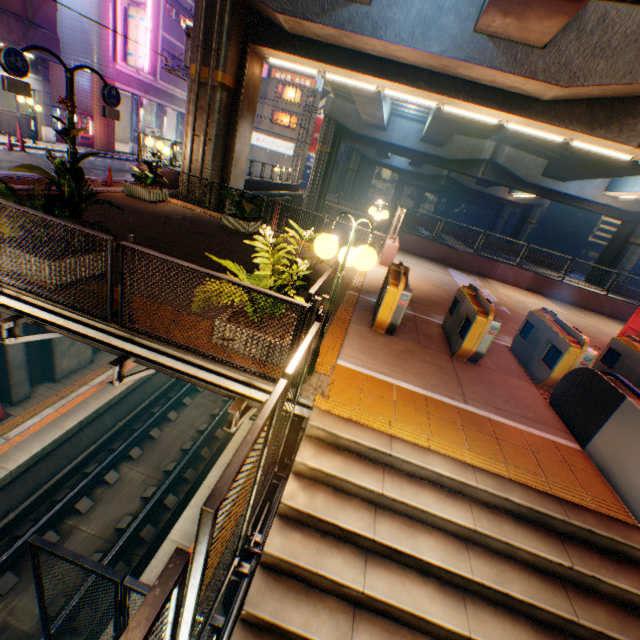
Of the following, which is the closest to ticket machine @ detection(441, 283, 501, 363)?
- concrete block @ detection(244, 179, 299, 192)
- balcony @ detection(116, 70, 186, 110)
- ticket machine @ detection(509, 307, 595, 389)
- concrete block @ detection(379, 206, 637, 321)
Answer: ticket machine @ detection(509, 307, 595, 389)

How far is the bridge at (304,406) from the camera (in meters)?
4.20

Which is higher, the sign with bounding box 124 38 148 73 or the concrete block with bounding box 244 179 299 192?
the sign with bounding box 124 38 148 73

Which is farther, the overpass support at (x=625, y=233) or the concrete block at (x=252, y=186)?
the concrete block at (x=252, y=186)

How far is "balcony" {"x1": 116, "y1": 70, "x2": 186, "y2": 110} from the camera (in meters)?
22.37

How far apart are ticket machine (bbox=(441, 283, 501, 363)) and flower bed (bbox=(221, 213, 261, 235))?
7.0 meters

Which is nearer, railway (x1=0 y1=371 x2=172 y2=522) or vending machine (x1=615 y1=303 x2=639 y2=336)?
railway (x1=0 y1=371 x2=172 y2=522)

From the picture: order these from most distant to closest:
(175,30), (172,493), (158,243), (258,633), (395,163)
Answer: (395,163) < (175,30) < (172,493) < (158,243) < (258,633)
